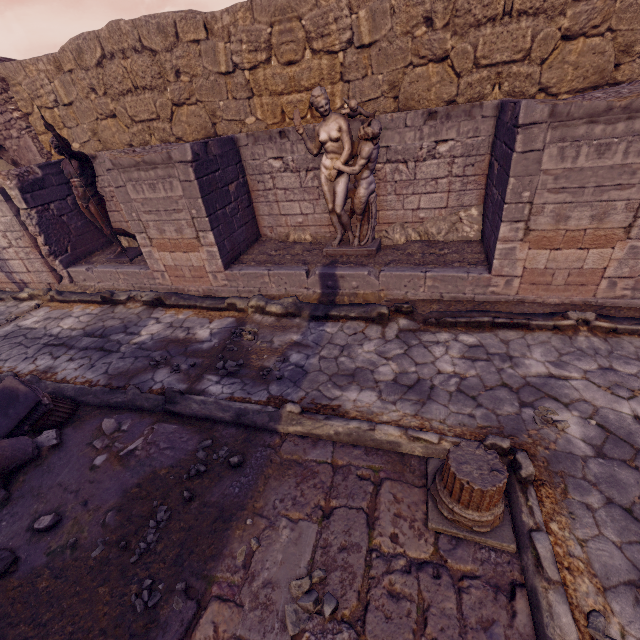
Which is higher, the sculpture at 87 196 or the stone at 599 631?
the sculpture at 87 196

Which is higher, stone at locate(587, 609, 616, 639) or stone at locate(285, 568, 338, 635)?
stone at locate(285, 568, 338, 635)

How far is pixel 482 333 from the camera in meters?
4.9

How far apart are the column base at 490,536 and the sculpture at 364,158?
4.08m

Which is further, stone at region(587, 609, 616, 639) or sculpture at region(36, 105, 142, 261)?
sculpture at region(36, 105, 142, 261)

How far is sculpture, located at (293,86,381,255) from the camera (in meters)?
5.17

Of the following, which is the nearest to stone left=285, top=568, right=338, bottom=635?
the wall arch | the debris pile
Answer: the debris pile

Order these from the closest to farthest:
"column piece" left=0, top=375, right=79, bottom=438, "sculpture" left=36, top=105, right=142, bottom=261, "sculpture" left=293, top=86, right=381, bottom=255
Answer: "column piece" left=0, top=375, right=79, bottom=438
"sculpture" left=293, top=86, right=381, bottom=255
"sculpture" left=36, top=105, right=142, bottom=261
